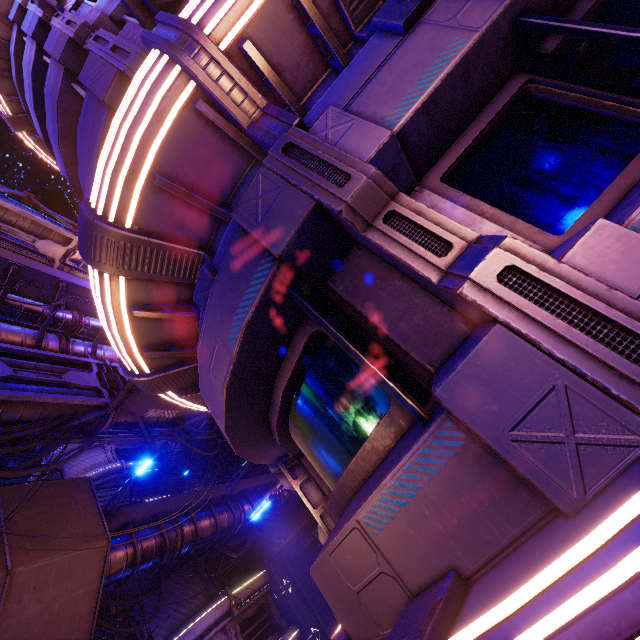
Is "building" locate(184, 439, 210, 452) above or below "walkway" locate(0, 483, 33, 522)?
above

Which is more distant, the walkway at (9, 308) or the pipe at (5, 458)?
the walkway at (9, 308)

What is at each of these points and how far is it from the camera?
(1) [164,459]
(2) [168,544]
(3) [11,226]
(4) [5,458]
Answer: (1) vent, 37.9m
(2) walkway, 14.9m
(3) pipe, 14.9m
(4) pipe, 21.6m

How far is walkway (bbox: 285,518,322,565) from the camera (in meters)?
29.45

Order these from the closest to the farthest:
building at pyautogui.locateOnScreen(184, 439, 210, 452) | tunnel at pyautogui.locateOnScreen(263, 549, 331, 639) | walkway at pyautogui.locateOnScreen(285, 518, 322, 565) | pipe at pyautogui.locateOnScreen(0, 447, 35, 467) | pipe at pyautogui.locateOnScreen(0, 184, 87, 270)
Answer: pipe at pyautogui.locateOnScreen(0, 447, 35, 467)
pipe at pyautogui.locateOnScreen(0, 184, 87, 270)
tunnel at pyautogui.locateOnScreen(263, 549, 331, 639)
walkway at pyautogui.locateOnScreen(285, 518, 322, 565)
building at pyautogui.locateOnScreen(184, 439, 210, 452)

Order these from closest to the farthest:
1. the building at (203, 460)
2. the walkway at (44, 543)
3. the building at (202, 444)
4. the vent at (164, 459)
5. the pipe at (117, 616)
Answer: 1. the walkway at (44, 543)
2. the pipe at (117, 616)
3. the building at (203, 460)
4. the building at (202, 444)
5. the vent at (164, 459)

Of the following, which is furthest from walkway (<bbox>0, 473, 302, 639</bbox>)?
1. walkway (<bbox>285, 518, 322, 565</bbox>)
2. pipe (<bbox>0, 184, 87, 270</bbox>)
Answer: walkway (<bbox>285, 518, 322, 565</bbox>)

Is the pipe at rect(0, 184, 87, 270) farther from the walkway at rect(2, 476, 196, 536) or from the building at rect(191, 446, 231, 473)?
the walkway at rect(2, 476, 196, 536)
